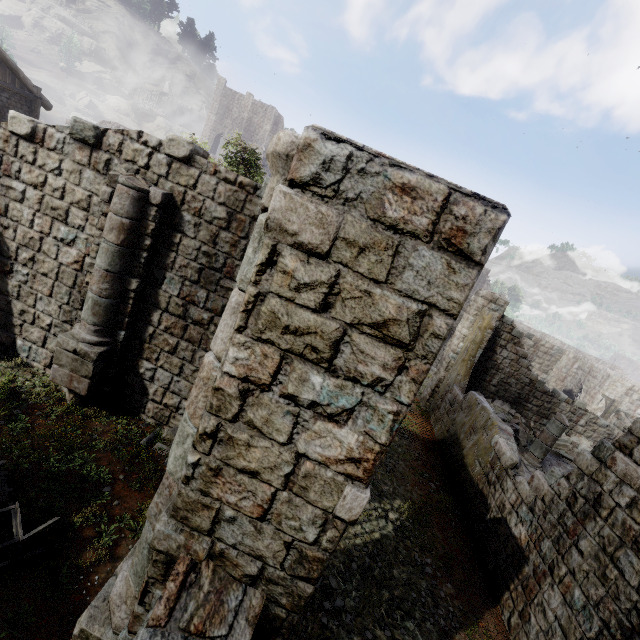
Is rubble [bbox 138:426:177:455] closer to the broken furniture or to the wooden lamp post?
the broken furniture

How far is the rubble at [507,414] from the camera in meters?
14.3 m

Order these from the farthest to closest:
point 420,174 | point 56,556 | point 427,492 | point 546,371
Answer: point 546,371, point 427,492, point 56,556, point 420,174

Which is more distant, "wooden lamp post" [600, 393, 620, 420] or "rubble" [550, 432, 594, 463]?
"wooden lamp post" [600, 393, 620, 420]

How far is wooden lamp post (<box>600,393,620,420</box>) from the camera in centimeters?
1870cm

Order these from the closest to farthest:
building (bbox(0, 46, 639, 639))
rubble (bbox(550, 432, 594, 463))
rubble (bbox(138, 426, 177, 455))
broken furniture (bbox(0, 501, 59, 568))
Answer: building (bbox(0, 46, 639, 639))
broken furniture (bbox(0, 501, 59, 568))
rubble (bbox(138, 426, 177, 455))
rubble (bbox(550, 432, 594, 463))

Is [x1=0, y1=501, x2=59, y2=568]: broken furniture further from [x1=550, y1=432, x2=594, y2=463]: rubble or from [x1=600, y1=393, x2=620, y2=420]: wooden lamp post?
[x1=600, y1=393, x2=620, y2=420]: wooden lamp post

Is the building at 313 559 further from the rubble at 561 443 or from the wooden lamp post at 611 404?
the wooden lamp post at 611 404
